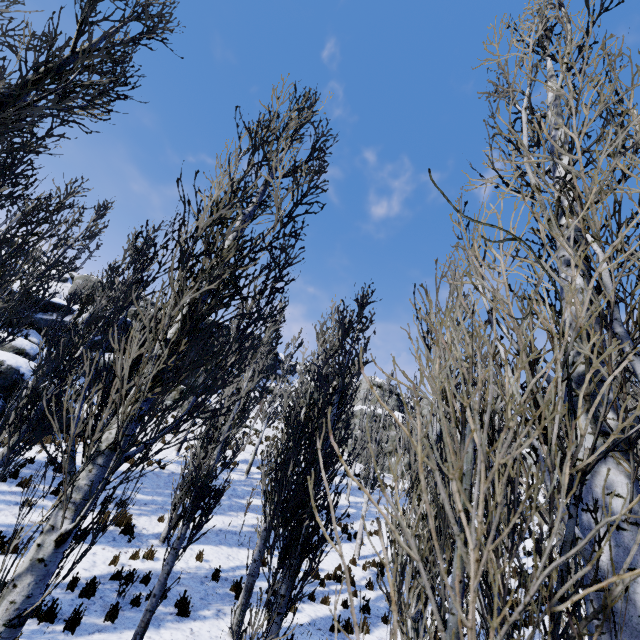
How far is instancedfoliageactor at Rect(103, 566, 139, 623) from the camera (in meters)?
6.66

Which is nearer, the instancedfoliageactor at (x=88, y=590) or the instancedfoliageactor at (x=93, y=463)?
the instancedfoliageactor at (x=93, y=463)

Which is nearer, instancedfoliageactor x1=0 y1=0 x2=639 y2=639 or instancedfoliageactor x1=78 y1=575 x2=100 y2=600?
instancedfoliageactor x1=0 y1=0 x2=639 y2=639

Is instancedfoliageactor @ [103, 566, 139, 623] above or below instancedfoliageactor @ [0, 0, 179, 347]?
below

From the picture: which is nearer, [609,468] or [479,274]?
[609,468]

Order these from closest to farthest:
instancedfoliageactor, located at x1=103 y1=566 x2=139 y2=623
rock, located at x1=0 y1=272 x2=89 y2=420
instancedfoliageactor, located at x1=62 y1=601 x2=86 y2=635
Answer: instancedfoliageactor, located at x1=62 y1=601 x2=86 y2=635
instancedfoliageactor, located at x1=103 y1=566 x2=139 y2=623
rock, located at x1=0 y1=272 x2=89 y2=420

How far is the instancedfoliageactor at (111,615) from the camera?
6.66m
